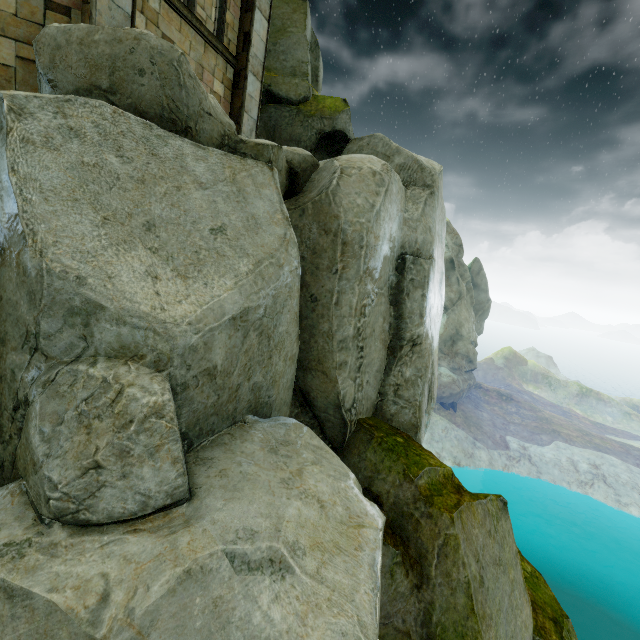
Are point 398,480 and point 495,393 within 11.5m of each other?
no

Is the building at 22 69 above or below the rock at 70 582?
above

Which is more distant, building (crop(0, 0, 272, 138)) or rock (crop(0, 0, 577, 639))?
building (crop(0, 0, 272, 138))

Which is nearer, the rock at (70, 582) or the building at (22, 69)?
the rock at (70, 582)

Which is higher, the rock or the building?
the building
